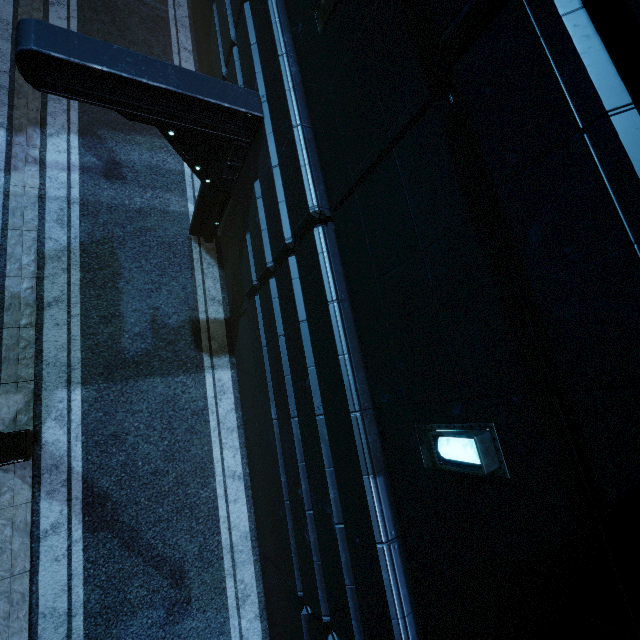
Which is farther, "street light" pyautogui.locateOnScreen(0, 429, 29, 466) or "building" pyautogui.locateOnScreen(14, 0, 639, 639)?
"street light" pyautogui.locateOnScreen(0, 429, 29, 466)

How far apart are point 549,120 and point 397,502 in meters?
3.8 m

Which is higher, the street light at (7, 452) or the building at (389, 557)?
the building at (389, 557)

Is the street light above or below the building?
below

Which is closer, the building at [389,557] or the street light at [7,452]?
the building at [389,557]
